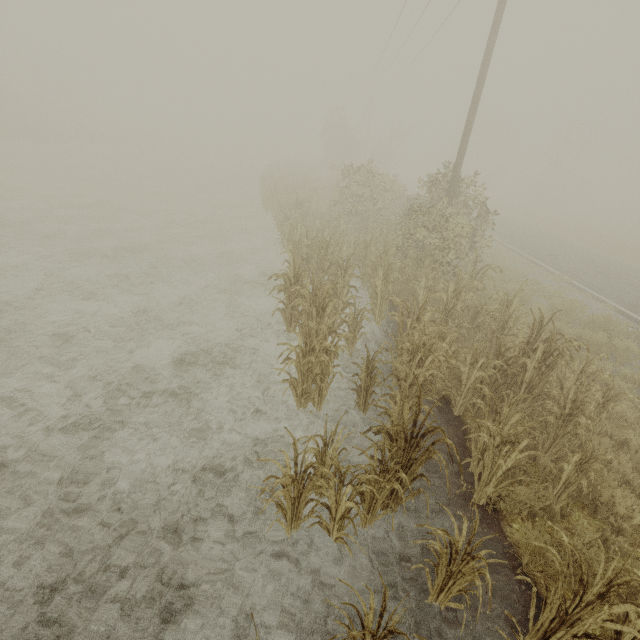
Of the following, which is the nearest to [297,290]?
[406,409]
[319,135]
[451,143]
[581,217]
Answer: [406,409]

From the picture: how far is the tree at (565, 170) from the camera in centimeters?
4134cm

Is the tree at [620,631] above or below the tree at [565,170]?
below

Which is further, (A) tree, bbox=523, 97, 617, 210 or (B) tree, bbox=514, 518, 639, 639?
(A) tree, bbox=523, 97, 617, 210

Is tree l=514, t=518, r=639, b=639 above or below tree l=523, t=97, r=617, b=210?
below

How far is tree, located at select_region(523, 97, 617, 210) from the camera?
41.3 meters
